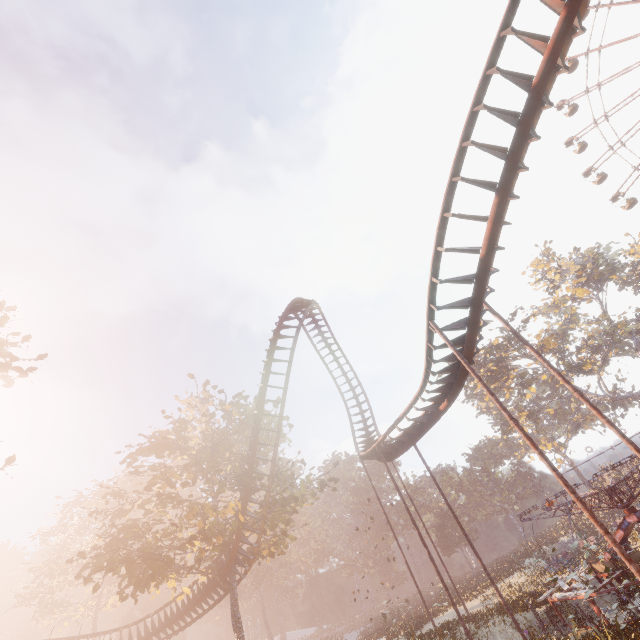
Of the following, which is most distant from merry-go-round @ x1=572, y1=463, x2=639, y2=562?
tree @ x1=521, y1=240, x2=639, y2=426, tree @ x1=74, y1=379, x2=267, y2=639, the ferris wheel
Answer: the ferris wheel

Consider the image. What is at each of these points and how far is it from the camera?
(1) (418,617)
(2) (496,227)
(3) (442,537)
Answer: (1) instancedfoliageactor, 28.4m
(2) roller coaster, 8.9m
(3) instancedfoliageactor, 52.7m

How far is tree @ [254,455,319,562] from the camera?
21.7m

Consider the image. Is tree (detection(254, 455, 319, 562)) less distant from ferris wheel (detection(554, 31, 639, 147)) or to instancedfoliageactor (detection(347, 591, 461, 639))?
instancedfoliageactor (detection(347, 591, 461, 639))

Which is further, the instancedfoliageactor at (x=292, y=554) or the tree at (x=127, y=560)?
the instancedfoliageactor at (x=292, y=554)

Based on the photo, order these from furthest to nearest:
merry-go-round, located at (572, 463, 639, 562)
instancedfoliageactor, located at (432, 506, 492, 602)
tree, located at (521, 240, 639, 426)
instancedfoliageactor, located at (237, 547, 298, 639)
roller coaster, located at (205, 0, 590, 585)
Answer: instancedfoliageactor, located at (237, 547, 298, 639) < tree, located at (521, 240, 639, 426) < instancedfoliageactor, located at (432, 506, 492, 602) < merry-go-round, located at (572, 463, 639, 562) < roller coaster, located at (205, 0, 590, 585)

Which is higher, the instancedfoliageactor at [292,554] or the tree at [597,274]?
the tree at [597,274]

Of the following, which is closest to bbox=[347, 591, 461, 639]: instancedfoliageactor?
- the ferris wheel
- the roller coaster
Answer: the roller coaster
